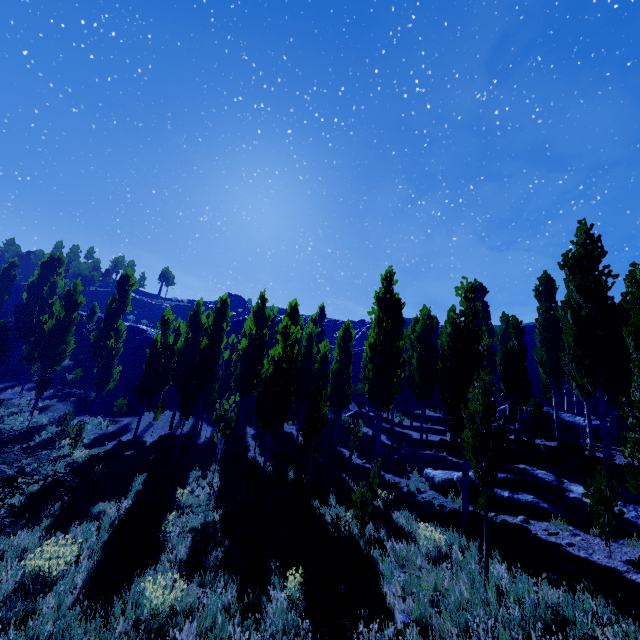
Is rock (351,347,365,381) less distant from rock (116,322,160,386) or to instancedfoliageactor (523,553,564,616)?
instancedfoliageactor (523,553,564,616)

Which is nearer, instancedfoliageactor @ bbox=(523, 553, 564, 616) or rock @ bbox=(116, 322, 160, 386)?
instancedfoliageactor @ bbox=(523, 553, 564, 616)

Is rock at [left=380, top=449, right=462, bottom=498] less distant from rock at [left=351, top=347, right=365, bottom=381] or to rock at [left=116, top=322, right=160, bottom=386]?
rock at [left=116, top=322, right=160, bottom=386]

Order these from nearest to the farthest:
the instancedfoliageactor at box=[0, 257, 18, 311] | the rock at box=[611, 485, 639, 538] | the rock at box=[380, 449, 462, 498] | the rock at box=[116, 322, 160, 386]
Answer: the rock at box=[611, 485, 639, 538] → the rock at box=[380, 449, 462, 498] → the instancedfoliageactor at box=[0, 257, 18, 311] → the rock at box=[116, 322, 160, 386]

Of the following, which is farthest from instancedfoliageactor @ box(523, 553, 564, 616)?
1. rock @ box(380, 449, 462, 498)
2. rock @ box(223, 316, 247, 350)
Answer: rock @ box(223, 316, 247, 350)

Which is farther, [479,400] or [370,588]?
[479,400]

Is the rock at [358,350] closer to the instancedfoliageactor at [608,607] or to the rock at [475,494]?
the instancedfoliageactor at [608,607]

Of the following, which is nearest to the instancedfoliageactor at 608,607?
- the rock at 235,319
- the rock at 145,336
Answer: the rock at 145,336
